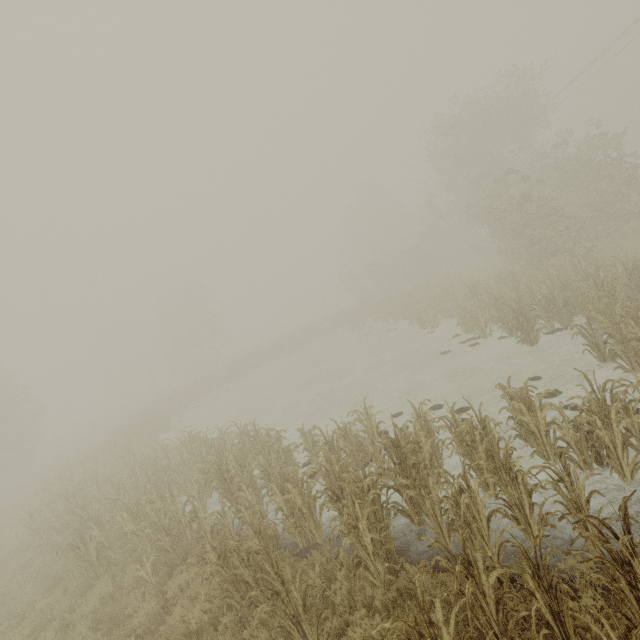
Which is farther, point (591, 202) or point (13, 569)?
point (591, 202)
